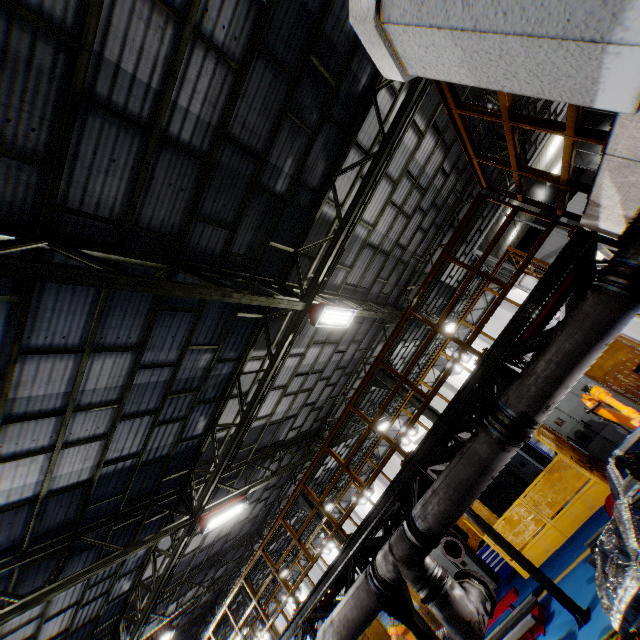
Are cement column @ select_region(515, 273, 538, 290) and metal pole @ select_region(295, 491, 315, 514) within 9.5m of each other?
no

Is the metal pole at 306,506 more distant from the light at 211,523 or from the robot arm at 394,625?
the light at 211,523

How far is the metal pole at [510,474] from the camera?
11.2m

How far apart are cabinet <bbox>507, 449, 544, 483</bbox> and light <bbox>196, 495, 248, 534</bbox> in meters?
12.1 m

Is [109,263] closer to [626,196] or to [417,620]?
[626,196]

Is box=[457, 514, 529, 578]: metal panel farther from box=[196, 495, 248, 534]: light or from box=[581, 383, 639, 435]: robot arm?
box=[196, 495, 248, 534]: light

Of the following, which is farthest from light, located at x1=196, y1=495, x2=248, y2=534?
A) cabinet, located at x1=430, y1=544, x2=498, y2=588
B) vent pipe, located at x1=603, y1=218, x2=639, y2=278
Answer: cabinet, located at x1=430, y1=544, x2=498, y2=588

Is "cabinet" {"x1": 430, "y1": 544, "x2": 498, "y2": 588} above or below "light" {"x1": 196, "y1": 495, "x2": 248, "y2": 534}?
below
